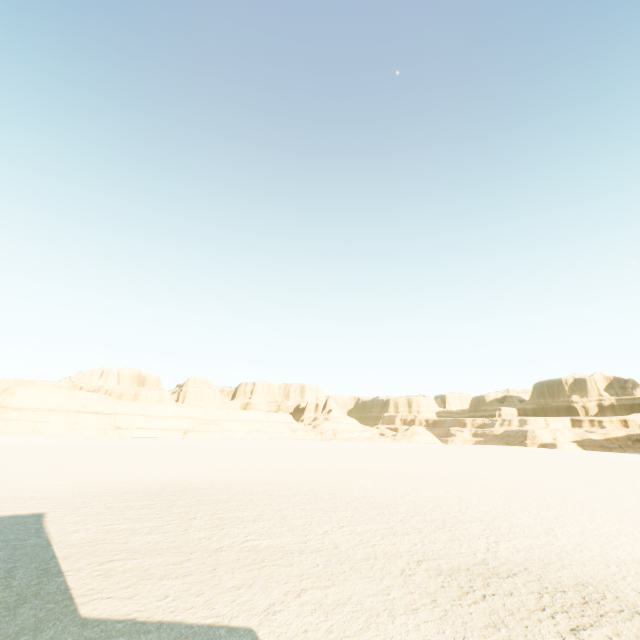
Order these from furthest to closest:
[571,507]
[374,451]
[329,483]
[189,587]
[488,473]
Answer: [374,451] → [488,473] → [329,483] → [571,507] → [189,587]
